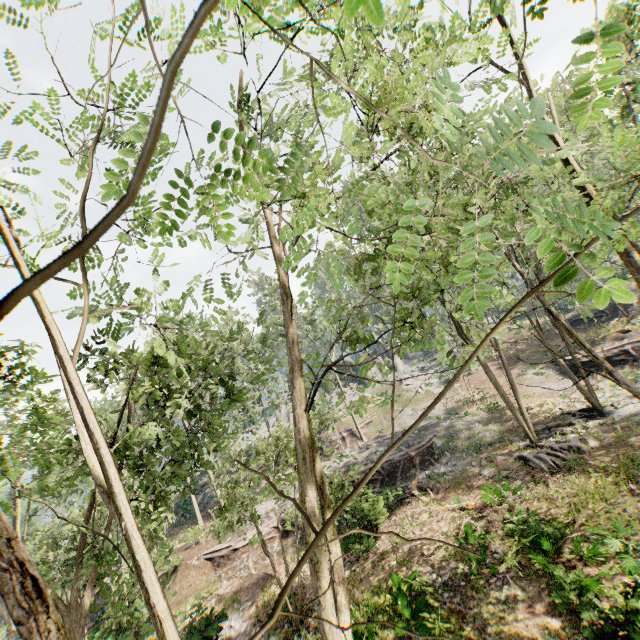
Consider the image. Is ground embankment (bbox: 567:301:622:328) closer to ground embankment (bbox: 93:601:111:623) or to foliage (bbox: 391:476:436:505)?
foliage (bbox: 391:476:436:505)

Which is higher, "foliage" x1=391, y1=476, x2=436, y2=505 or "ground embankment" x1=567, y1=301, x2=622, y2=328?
"ground embankment" x1=567, y1=301, x2=622, y2=328

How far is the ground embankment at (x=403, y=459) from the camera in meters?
22.5

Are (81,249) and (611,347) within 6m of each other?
no

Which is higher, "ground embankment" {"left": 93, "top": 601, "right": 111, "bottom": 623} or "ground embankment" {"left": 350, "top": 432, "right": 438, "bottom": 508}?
"ground embankment" {"left": 93, "top": 601, "right": 111, "bottom": 623}

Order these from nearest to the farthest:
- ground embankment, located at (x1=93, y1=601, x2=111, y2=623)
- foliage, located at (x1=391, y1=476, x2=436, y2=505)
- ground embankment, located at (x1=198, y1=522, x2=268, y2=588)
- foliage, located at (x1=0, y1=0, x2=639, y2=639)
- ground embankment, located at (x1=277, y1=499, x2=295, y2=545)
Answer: foliage, located at (x1=0, y1=0, x2=639, y2=639) → foliage, located at (x1=391, y1=476, x2=436, y2=505) → ground embankment, located at (x1=93, y1=601, x2=111, y2=623) → ground embankment, located at (x1=198, y1=522, x2=268, y2=588) → ground embankment, located at (x1=277, y1=499, x2=295, y2=545)

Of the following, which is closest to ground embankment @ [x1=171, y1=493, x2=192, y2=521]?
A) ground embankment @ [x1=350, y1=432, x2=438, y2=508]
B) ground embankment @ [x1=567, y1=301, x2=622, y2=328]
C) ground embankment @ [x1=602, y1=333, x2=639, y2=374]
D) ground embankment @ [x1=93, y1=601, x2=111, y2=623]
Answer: ground embankment @ [x1=93, y1=601, x2=111, y2=623]

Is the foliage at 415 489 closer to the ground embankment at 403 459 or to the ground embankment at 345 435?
the ground embankment at 345 435
